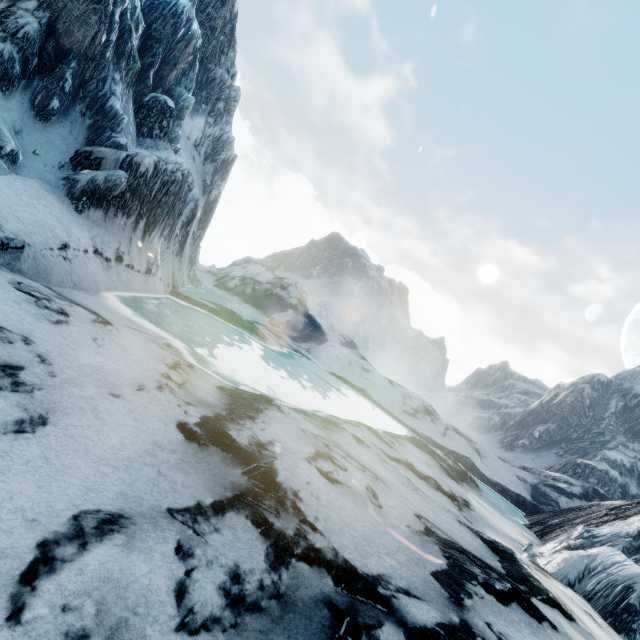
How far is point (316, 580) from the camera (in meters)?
3.32
